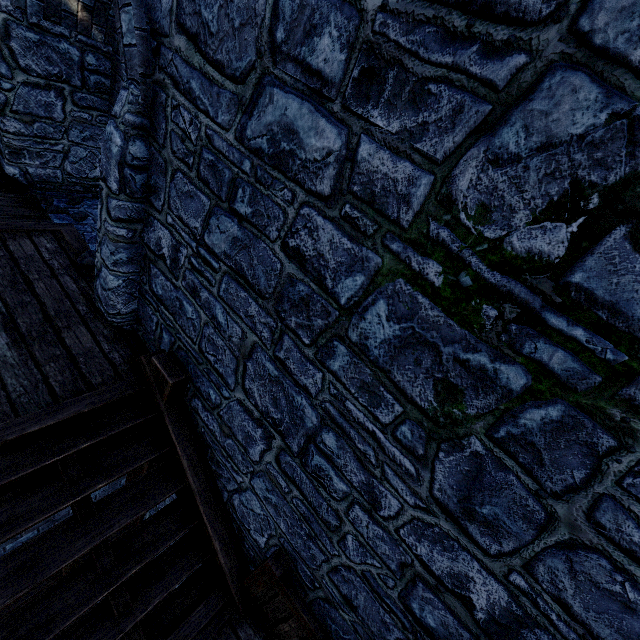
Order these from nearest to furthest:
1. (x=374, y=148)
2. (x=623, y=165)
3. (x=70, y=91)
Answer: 1. (x=623, y=165)
2. (x=374, y=148)
3. (x=70, y=91)

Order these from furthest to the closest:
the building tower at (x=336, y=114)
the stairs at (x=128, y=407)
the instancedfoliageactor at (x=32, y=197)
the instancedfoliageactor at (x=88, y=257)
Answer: the instancedfoliageactor at (x=32, y=197)
the instancedfoliageactor at (x=88, y=257)
the stairs at (x=128, y=407)
the building tower at (x=336, y=114)

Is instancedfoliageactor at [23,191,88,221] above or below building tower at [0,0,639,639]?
below

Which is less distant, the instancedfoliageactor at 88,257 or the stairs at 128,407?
the stairs at 128,407

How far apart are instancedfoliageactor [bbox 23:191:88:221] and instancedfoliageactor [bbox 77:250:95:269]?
1.1 meters

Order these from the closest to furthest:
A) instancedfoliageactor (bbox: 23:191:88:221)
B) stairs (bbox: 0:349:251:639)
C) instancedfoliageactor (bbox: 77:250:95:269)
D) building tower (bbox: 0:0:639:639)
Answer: building tower (bbox: 0:0:639:639), stairs (bbox: 0:349:251:639), instancedfoliageactor (bbox: 77:250:95:269), instancedfoliageactor (bbox: 23:191:88:221)

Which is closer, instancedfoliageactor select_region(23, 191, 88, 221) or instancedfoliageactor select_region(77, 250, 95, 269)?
instancedfoliageactor select_region(77, 250, 95, 269)

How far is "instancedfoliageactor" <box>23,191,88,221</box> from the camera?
4.89m
